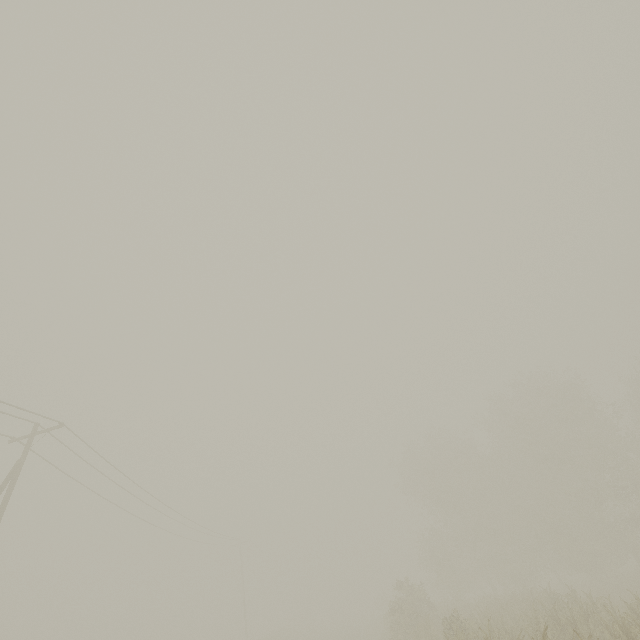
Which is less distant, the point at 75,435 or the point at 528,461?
the point at 75,435
